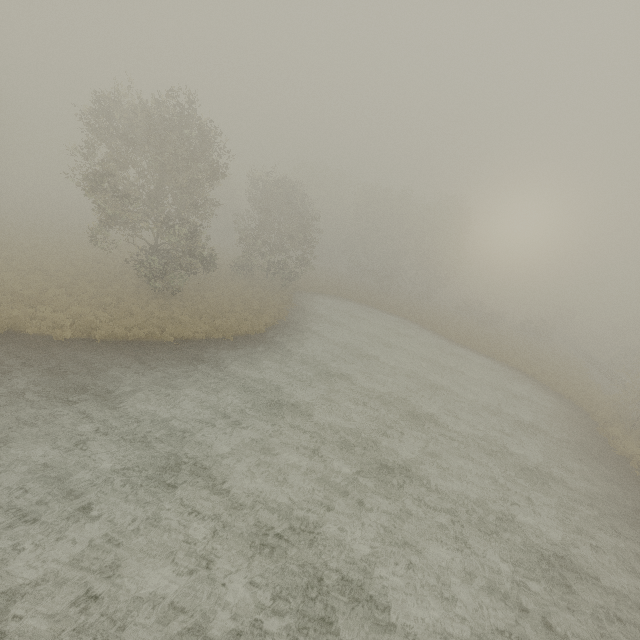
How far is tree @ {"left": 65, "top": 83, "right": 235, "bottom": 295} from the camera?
18.7m

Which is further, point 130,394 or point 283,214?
point 283,214

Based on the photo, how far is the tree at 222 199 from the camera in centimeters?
1867cm
